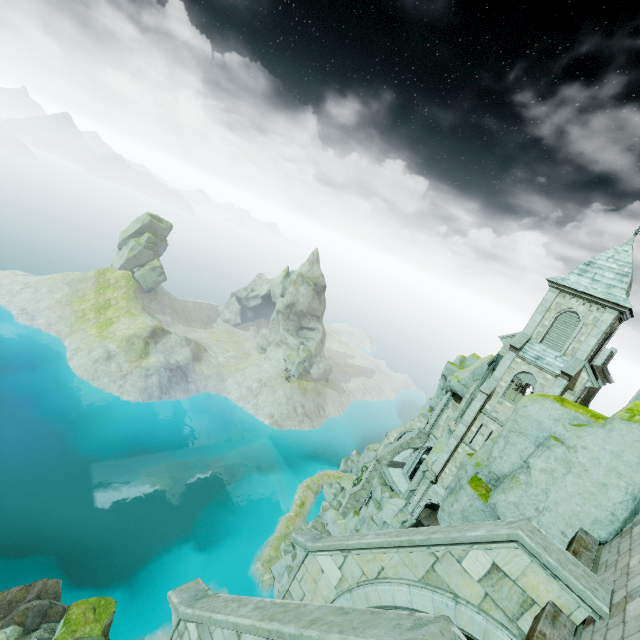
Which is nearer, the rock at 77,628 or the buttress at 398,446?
the rock at 77,628

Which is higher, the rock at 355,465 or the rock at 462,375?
the rock at 462,375

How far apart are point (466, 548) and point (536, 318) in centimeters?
2616cm

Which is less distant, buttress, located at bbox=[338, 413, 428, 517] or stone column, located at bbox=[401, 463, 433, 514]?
stone column, located at bbox=[401, 463, 433, 514]

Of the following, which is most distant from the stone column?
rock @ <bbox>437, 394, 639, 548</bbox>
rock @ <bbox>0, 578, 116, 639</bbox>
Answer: rock @ <bbox>0, 578, 116, 639</bbox>

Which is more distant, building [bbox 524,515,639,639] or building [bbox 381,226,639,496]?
building [bbox 381,226,639,496]

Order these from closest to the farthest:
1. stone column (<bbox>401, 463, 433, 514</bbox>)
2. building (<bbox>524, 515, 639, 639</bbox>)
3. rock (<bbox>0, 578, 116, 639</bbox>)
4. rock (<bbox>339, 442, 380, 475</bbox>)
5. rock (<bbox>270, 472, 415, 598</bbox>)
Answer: building (<bbox>524, 515, 639, 639</bbox>)
rock (<bbox>0, 578, 116, 639</bbox>)
stone column (<bbox>401, 463, 433, 514</bbox>)
rock (<bbox>270, 472, 415, 598</bbox>)
rock (<bbox>339, 442, 380, 475</bbox>)

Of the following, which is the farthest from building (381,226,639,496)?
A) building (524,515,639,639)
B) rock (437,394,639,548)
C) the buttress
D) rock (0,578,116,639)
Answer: rock (0,578,116,639)
